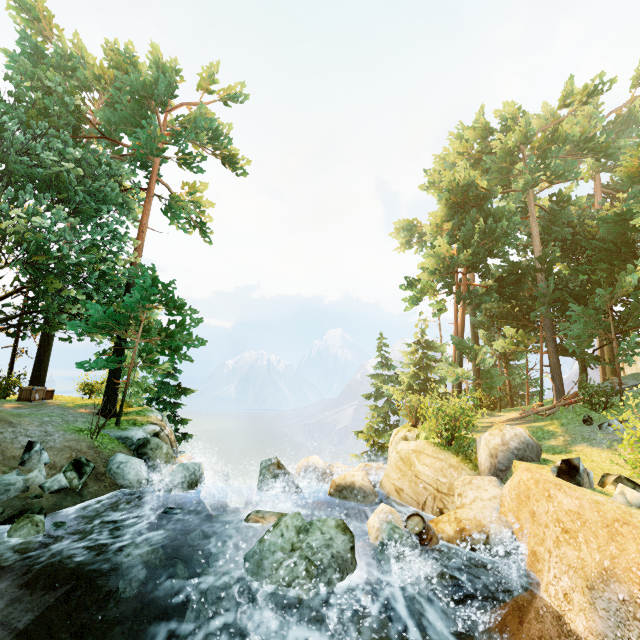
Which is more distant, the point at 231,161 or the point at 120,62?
the point at 231,161

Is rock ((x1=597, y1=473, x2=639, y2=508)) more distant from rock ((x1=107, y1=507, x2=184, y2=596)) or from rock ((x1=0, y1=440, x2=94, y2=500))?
rock ((x1=0, y1=440, x2=94, y2=500))

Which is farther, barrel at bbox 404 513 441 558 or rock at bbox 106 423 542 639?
barrel at bbox 404 513 441 558

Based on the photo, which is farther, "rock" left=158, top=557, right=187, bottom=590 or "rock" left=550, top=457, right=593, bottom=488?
"rock" left=158, top=557, right=187, bottom=590

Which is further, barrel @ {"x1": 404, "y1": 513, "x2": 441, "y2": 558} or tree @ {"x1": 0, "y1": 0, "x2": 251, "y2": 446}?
tree @ {"x1": 0, "y1": 0, "x2": 251, "y2": 446}

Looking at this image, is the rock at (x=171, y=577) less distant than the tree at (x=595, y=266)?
Yes

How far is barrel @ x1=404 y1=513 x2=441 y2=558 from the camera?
8.5m

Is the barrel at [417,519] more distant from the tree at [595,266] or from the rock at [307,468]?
the tree at [595,266]
